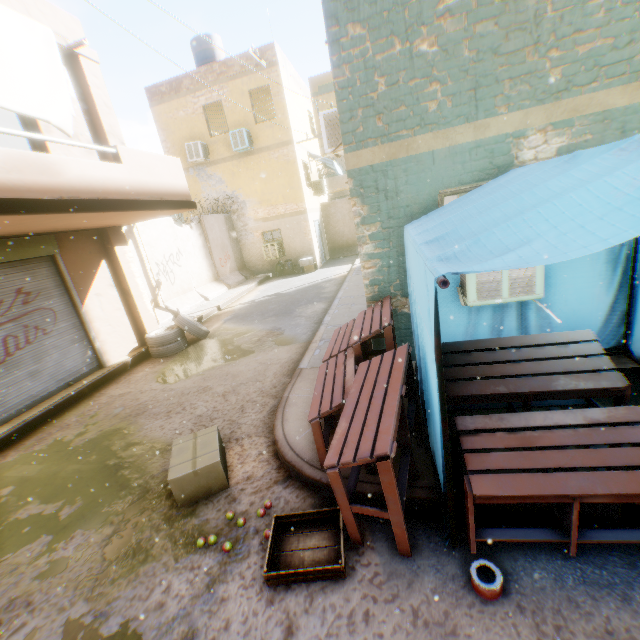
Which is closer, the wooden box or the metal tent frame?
the metal tent frame

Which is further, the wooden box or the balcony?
the balcony

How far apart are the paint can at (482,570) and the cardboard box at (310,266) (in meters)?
14.92

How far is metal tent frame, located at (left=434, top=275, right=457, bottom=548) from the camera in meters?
1.8 m

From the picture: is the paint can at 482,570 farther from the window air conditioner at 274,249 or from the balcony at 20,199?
A: the window air conditioner at 274,249

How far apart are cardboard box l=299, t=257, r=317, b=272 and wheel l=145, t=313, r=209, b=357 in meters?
8.2 m

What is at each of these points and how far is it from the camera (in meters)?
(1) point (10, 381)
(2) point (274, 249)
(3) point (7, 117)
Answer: (1) rolling overhead door, 5.87
(2) window air conditioner, 16.59
(3) building, 7.74

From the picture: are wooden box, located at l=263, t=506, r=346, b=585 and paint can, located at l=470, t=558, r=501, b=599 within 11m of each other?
yes
